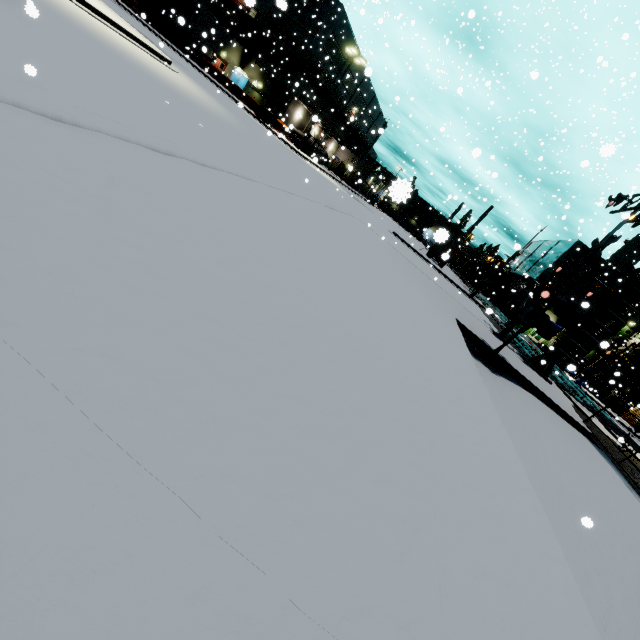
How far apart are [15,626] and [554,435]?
8.1m

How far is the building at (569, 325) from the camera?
48.7m

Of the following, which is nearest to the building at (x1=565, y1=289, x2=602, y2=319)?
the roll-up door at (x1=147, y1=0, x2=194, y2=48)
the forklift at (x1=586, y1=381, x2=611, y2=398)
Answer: the roll-up door at (x1=147, y1=0, x2=194, y2=48)

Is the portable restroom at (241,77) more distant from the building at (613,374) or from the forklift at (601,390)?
the forklift at (601,390)

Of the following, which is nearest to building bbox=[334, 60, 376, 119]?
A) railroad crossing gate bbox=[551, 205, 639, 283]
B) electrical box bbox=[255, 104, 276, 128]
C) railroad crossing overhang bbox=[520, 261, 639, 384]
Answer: railroad crossing gate bbox=[551, 205, 639, 283]

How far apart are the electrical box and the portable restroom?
14.2m

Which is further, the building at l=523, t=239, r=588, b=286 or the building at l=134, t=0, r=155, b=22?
the building at l=523, t=239, r=588, b=286

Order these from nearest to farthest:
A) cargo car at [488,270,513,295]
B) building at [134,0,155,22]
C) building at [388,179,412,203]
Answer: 1. building at [388,179,412,203]
2. building at [134,0,155,22]
3. cargo car at [488,270,513,295]
